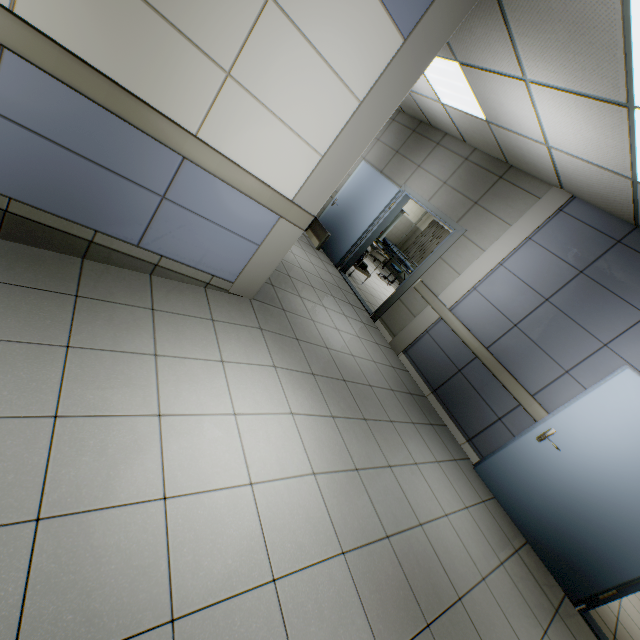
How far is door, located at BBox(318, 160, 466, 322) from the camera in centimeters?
561cm

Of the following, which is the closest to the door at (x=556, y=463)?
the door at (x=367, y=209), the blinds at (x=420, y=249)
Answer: the door at (x=367, y=209)

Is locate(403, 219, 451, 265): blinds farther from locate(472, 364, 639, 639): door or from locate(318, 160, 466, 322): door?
locate(472, 364, 639, 639): door

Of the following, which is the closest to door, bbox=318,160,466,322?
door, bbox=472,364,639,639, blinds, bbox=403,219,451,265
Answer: door, bbox=472,364,639,639

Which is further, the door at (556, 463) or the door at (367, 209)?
the door at (367, 209)

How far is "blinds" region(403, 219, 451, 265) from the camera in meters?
11.2

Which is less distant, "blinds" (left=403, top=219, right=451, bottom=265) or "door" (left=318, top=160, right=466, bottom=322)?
"door" (left=318, top=160, right=466, bottom=322)

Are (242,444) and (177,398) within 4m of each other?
yes
